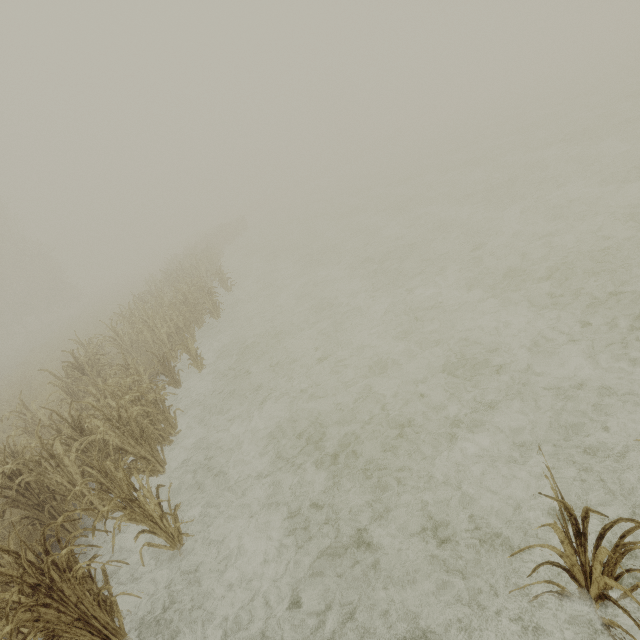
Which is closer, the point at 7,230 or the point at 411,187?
the point at 411,187

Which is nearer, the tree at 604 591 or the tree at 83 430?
the tree at 604 591

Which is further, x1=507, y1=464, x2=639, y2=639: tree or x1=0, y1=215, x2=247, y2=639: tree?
x1=0, y1=215, x2=247, y2=639: tree
